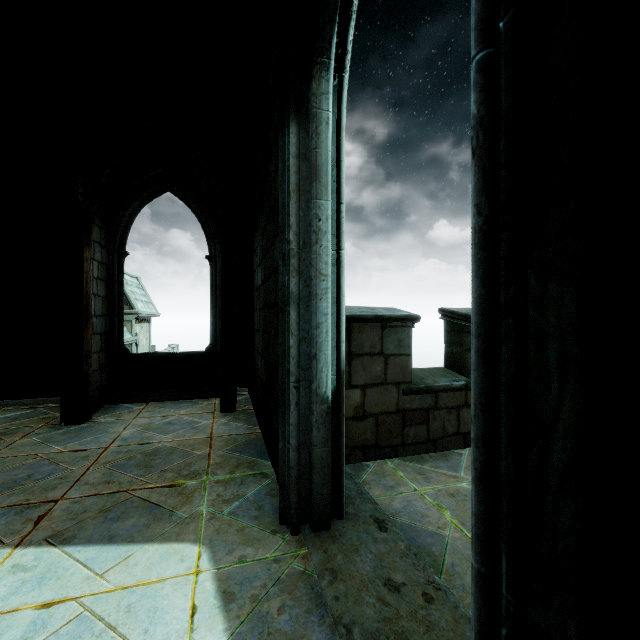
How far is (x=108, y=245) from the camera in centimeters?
601cm
